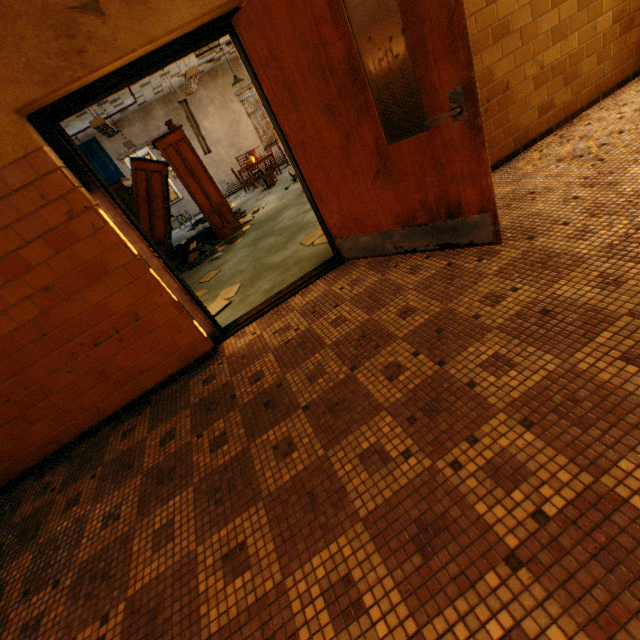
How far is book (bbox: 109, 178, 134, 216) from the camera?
9.4m

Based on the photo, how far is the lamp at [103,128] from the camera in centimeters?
584cm

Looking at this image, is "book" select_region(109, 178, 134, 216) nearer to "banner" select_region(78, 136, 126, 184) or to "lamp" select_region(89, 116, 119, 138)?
"banner" select_region(78, 136, 126, 184)

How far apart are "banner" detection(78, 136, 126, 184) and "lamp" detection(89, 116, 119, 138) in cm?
589

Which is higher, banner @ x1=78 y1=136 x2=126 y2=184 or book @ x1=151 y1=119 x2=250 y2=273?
banner @ x1=78 y1=136 x2=126 y2=184

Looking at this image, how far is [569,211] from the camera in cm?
242

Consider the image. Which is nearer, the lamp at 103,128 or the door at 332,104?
the door at 332,104

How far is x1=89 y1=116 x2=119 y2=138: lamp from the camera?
5.84m
